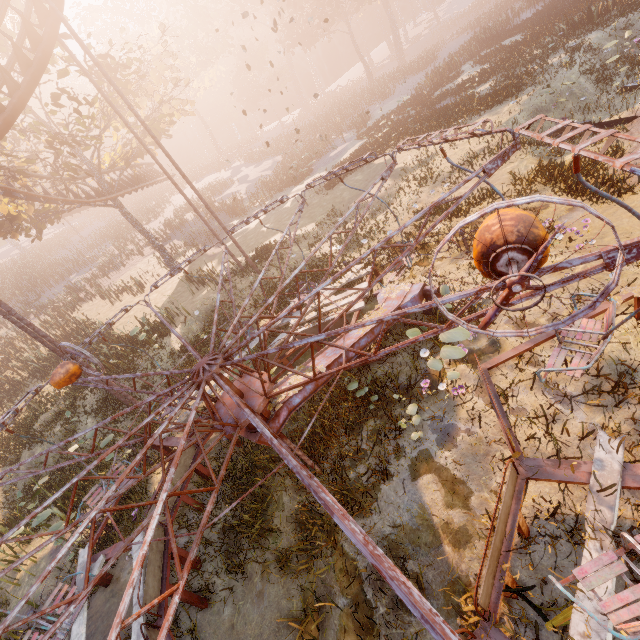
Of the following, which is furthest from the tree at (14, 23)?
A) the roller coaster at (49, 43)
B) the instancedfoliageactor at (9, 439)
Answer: the instancedfoliageactor at (9, 439)

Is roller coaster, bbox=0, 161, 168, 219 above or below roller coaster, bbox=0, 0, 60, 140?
below

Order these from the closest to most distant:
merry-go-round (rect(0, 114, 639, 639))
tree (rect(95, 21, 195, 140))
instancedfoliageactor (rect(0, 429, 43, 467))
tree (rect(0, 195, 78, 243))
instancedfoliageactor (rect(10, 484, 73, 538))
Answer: merry-go-round (rect(0, 114, 639, 639))
instancedfoliageactor (rect(10, 484, 73, 538))
instancedfoliageactor (rect(0, 429, 43, 467))
tree (rect(95, 21, 195, 140))
tree (rect(0, 195, 78, 243))

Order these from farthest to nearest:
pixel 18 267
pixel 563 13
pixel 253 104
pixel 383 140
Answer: pixel 253 104, pixel 18 267, pixel 383 140, pixel 563 13

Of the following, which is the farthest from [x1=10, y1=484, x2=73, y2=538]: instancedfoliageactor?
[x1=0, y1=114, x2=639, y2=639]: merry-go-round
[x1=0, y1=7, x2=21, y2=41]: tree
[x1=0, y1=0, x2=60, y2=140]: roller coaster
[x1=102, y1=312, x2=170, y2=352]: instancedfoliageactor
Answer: [x1=0, y1=7, x2=21, y2=41]: tree

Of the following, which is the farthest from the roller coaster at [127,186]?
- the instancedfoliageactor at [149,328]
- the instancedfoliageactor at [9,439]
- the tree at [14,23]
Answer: the instancedfoliageactor at [149,328]

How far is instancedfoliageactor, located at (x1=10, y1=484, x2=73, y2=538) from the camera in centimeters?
802cm

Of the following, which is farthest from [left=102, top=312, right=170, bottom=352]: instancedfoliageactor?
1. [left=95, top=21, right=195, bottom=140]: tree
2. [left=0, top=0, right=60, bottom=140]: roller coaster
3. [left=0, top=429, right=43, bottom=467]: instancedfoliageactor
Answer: [left=0, top=429, right=43, bottom=467]: instancedfoliageactor
